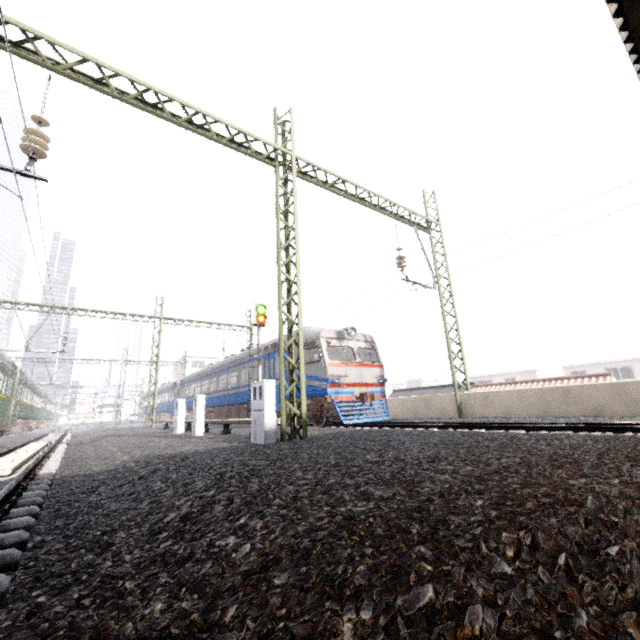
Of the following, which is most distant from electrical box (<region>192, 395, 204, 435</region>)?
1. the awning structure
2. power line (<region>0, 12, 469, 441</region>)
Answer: the awning structure

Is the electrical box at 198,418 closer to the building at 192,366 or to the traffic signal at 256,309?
the traffic signal at 256,309

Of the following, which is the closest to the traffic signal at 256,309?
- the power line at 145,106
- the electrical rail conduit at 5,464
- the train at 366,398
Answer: the train at 366,398

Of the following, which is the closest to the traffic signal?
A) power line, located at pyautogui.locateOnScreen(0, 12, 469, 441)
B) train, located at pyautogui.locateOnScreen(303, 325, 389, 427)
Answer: train, located at pyautogui.locateOnScreen(303, 325, 389, 427)

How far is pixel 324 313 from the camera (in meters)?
16.55

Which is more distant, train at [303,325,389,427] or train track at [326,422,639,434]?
train at [303,325,389,427]

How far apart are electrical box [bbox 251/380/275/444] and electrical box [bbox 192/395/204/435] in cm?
479

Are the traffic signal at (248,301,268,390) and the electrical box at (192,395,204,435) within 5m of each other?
yes
